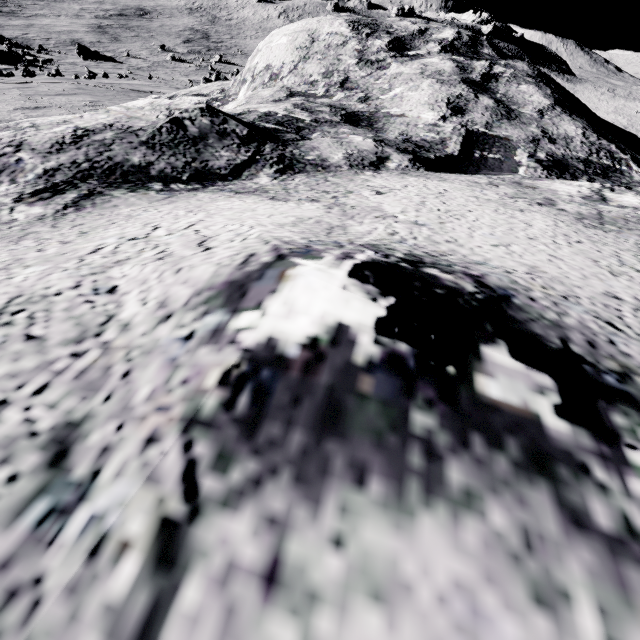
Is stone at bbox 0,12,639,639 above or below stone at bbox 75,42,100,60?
above

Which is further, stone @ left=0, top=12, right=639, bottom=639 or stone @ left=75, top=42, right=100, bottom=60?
stone @ left=75, top=42, right=100, bottom=60

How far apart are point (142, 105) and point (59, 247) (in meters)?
2.00

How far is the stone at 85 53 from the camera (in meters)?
36.09

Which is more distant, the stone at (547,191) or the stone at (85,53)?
the stone at (85,53)

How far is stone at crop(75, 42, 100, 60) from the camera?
36.09m
